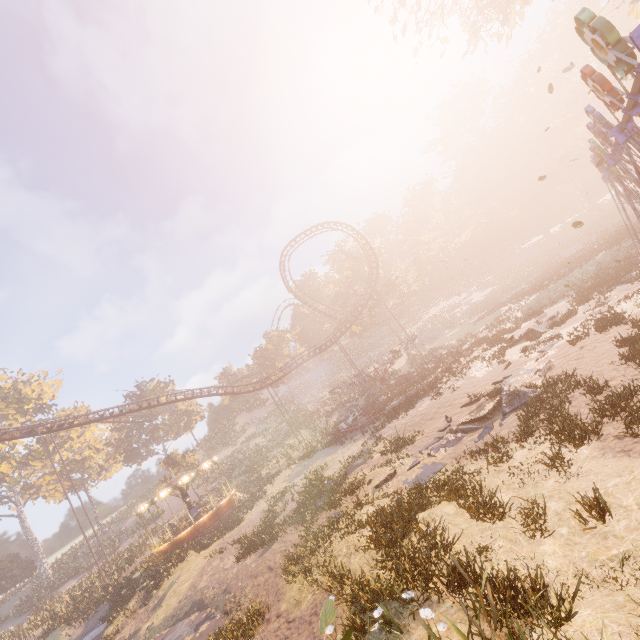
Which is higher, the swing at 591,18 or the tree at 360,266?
the tree at 360,266

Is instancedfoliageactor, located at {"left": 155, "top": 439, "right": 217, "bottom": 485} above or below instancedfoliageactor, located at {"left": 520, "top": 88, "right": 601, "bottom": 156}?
below

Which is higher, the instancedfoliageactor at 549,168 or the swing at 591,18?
the instancedfoliageactor at 549,168

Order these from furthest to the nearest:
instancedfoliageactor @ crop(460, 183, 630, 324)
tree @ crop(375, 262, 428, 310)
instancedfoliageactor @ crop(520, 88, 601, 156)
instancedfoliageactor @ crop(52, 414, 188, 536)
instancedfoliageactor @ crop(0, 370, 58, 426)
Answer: instancedfoliageactor @ crop(520, 88, 601, 156) < instancedfoliageactor @ crop(52, 414, 188, 536) < instancedfoliageactor @ crop(0, 370, 58, 426) < tree @ crop(375, 262, 428, 310) < instancedfoliageactor @ crop(460, 183, 630, 324)

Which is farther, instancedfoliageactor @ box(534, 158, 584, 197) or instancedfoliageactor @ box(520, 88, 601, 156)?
instancedfoliageactor @ box(534, 158, 584, 197)

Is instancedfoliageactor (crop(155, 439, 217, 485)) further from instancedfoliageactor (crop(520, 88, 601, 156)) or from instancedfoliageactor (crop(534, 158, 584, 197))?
instancedfoliageactor (crop(520, 88, 601, 156))

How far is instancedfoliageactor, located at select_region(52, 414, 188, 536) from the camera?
53.3 meters

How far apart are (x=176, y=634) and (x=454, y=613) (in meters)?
14.57
